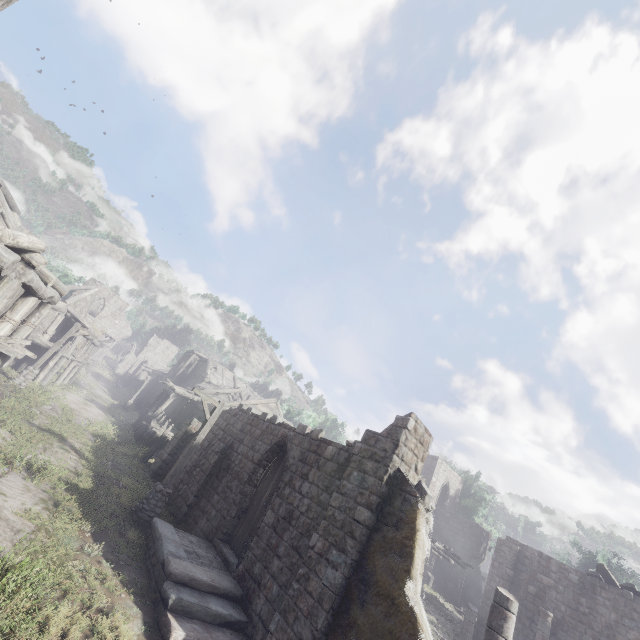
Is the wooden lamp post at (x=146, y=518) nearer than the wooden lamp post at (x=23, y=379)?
Yes

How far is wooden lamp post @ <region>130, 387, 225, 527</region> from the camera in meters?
11.3 m

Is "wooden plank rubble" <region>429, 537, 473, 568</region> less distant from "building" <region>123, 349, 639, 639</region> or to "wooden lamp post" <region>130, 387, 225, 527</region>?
"building" <region>123, 349, 639, 639</region>

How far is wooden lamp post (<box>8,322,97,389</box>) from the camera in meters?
19.1 m

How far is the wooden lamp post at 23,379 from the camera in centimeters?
1909cm

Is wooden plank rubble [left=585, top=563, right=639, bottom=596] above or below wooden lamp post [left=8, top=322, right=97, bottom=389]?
above

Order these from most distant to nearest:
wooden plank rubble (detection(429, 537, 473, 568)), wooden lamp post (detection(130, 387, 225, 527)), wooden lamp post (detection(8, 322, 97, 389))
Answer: wooden plank rubble (detection(429, 537, 473, 568)) < wooden lamp post (detection(8, 322, 97, 389)) < wooden lamp post (detection(130, 387, 225, 527))

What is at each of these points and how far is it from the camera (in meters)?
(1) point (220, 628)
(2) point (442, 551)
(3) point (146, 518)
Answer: (1) building, 7.75
(2) wooden plank rubble, 21.97
(3) wooden lamp post, 11.25
